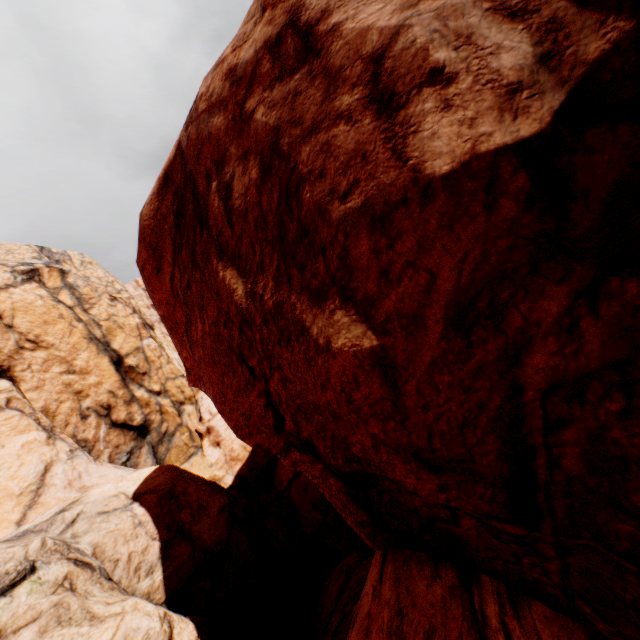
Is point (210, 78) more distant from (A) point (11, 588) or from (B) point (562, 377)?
(A) point (11, 588)
